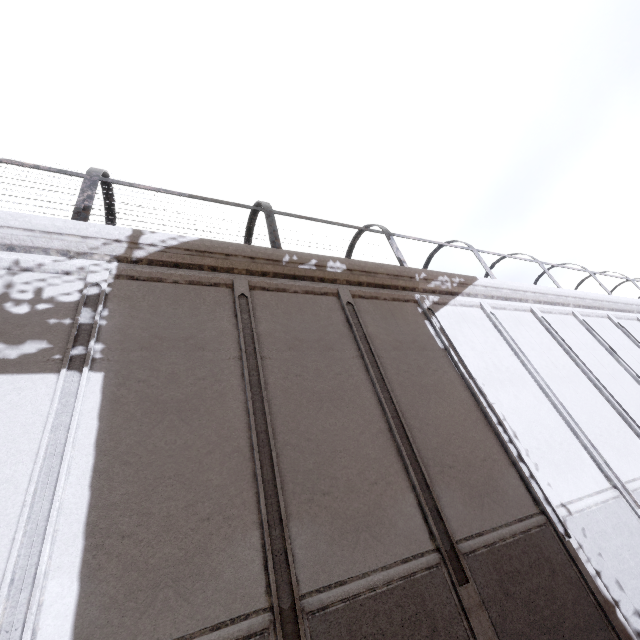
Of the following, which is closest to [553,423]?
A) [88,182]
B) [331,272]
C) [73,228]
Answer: [331,272]
